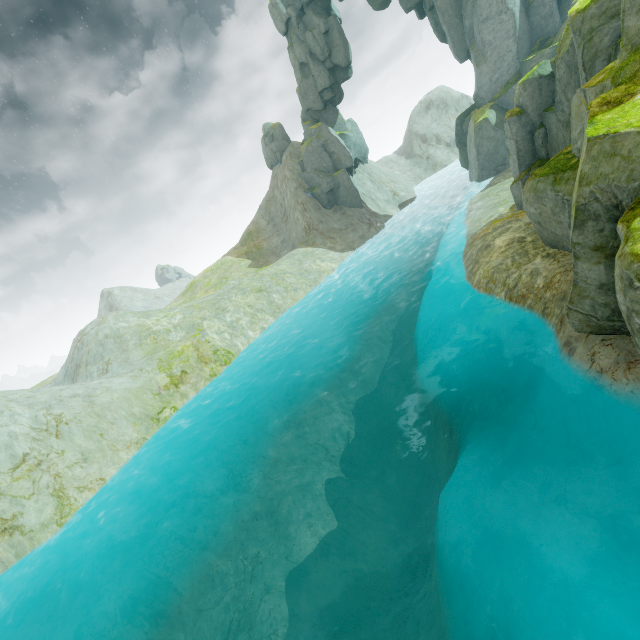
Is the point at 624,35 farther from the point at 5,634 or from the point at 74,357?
the point at 74,357

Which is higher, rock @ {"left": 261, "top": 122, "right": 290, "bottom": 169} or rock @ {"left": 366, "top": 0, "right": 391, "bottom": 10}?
rock @ {"left": 366, "top": 0, "right": 391, "bottom": 10}

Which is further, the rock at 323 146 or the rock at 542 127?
the rock at 323 146

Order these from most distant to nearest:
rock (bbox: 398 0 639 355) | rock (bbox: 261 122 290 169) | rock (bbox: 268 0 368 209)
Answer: rock (bbox: 261 122 290 169), rock (bbox: 268 0 368 209), rock (bbox: 398 0 639 355)

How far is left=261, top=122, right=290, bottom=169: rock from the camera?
44.56m

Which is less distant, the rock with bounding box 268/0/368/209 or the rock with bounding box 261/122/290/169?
the rock with bounding box 268/0/368/209
